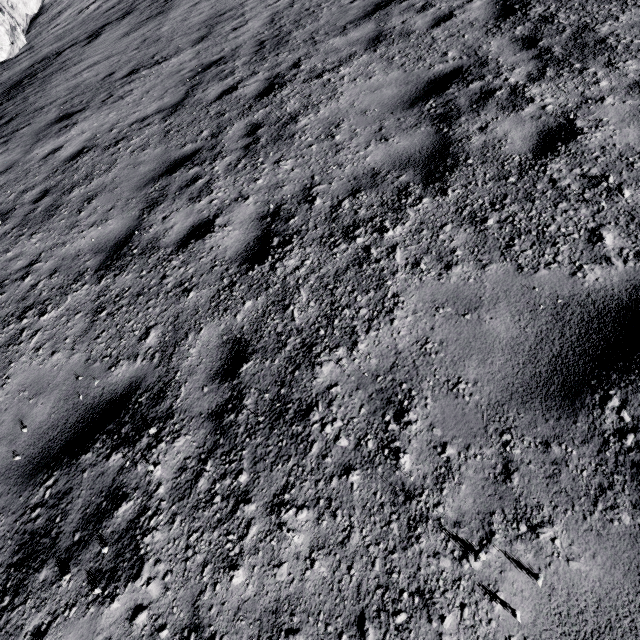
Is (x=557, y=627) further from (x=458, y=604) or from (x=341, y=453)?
(x=341, y=453)
